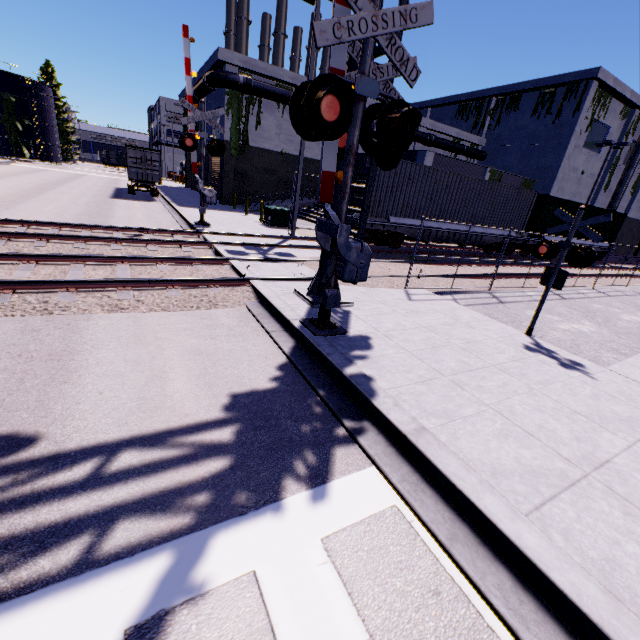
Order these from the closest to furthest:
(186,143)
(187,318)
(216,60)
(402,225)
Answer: (187,318) < (186,143) < (402,225) < (216,60)

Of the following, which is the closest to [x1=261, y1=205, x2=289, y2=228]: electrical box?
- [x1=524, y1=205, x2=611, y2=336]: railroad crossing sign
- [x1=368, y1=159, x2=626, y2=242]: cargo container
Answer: [x1=368, y1=159, x2=626, y2=242]: cargo container

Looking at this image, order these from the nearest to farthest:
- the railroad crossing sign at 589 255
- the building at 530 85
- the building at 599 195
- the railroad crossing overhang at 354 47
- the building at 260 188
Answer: the railroad crossing overhang at 354 47 < the railroad crossing sign at 589 255 < the building at 260 188 < the building at 530 85 < the building at 599 195

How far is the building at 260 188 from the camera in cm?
2639

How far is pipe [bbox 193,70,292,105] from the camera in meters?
23.4

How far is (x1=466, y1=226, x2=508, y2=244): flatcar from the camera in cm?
1788

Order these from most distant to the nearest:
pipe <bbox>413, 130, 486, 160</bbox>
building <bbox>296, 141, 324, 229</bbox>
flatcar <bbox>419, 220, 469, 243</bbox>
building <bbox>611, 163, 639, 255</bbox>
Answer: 1. building <bbox>611, 163, 639, 255</bbox>
2. pipe <bbox>413, 130, 486, 160</bbox>
3. building <bbox>296, 141, 324, 229</bbox>
4. flatcar <bbox>419, 220, 469, 243</bbox>

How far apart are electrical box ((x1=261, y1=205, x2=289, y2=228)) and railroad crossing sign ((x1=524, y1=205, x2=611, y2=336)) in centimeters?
1396cm
